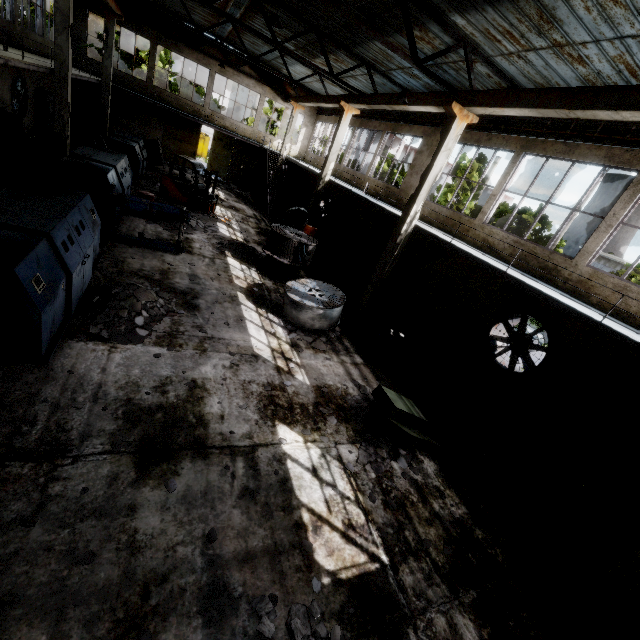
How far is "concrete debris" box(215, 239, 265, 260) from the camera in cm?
1396

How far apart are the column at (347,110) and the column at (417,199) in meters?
8.5

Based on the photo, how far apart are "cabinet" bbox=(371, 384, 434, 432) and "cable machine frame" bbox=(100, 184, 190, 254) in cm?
859

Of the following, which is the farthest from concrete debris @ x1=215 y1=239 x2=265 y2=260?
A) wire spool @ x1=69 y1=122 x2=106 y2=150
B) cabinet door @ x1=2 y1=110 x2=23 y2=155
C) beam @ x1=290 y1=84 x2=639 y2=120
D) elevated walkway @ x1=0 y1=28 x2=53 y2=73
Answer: beam @ x1=290 y1=84 x2=639 y2=120

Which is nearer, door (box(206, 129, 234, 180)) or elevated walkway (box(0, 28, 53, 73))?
elevated walkway (box(0, 28, 53, 73))

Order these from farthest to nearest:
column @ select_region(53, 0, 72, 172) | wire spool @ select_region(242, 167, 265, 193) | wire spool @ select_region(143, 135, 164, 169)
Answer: wire spool @ select_region(242, 167, 265, 193)
wire spool @ select_region(143, 135, 164, 169)
column @ select_region(53, 0, 72, 172)

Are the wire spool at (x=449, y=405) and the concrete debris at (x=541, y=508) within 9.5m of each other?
yes

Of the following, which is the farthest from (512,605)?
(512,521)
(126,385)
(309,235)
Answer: (309,235)
